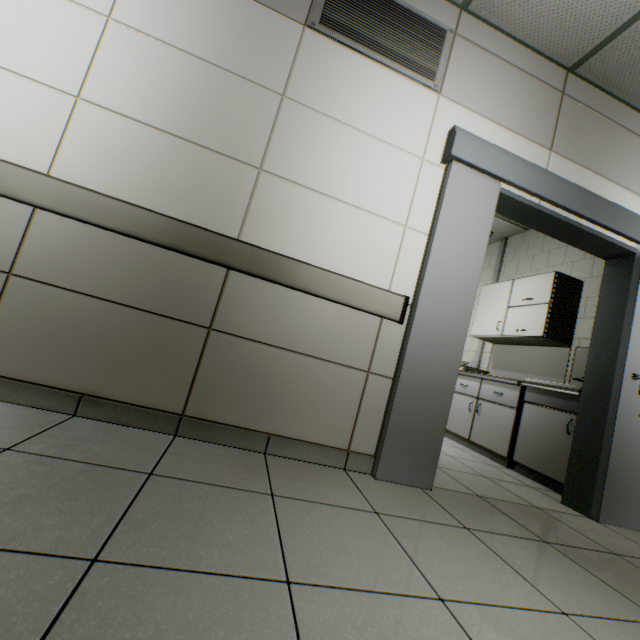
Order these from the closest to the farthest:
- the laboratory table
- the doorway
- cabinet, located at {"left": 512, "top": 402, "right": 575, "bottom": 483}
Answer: the doorway
cabinet, located at {"left": 512, "top": 402, "right": 575, "bottom": 483}
the laboratory table

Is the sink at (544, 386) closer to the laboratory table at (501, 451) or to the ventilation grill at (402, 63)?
the laboratory table at (501, 451)

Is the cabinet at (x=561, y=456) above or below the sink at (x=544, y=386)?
below

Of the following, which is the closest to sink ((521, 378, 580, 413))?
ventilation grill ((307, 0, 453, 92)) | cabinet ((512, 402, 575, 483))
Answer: cabinet ((512, 402, 575, 483))

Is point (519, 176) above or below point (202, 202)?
above

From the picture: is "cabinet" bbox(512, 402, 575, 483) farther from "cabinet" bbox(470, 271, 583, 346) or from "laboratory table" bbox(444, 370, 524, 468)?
"cabinet" bbox(470, 271, 583, 346)

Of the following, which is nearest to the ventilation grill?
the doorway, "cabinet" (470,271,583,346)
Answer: the doorway

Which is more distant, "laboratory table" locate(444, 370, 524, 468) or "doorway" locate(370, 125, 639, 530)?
"laboratory table" locate(444, 370, 524, 468)
